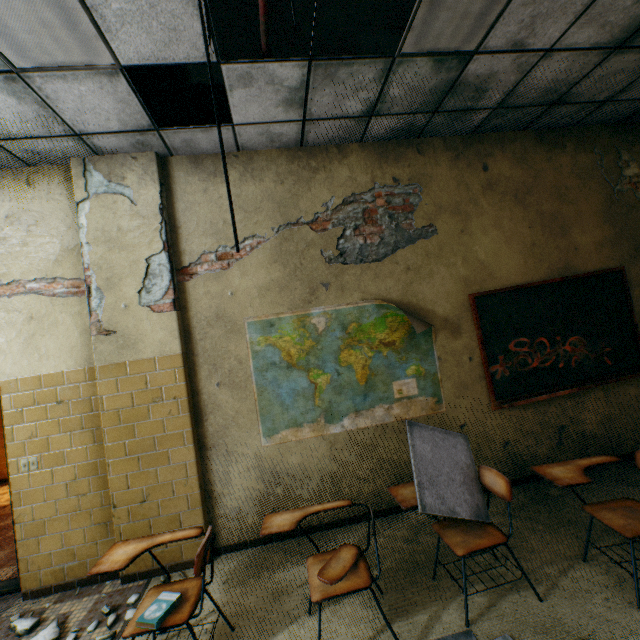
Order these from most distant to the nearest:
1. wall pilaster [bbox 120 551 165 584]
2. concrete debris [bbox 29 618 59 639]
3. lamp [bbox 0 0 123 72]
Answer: wall pilaster [bbox 120 551 165 584]
concrete debris [bbox 29 618 59 639]
lamp [bbox 0 0 123 72]

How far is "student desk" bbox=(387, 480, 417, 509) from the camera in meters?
2.2

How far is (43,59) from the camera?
2.1m

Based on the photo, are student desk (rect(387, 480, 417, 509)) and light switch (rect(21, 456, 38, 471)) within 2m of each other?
no

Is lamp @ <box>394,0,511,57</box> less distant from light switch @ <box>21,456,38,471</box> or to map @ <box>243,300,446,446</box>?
map @ <box>243,300,446,446</box>

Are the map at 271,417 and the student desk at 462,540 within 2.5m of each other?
yes

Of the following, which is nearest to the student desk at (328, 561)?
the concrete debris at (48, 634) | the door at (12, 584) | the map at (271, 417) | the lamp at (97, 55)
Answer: the map at (271, 417)

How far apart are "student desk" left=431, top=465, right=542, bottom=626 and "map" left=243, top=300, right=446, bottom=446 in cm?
107
